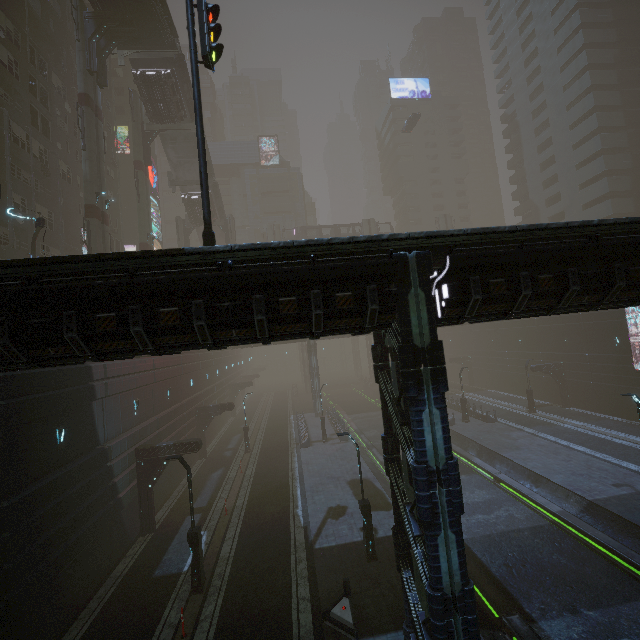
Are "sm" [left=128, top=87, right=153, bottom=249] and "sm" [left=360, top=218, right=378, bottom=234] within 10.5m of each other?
no

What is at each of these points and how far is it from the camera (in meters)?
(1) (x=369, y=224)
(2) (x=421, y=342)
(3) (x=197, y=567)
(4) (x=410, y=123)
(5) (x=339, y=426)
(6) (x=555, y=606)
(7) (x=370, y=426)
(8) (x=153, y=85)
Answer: (1) sm, 55.41
(2) building, 8.30
(3) street light, 13.47
(4) car, 53.38
(5) building, 34.97
(6) train rail, 12.34
(7) train rail, 39.38
(8) bridge, 30.64

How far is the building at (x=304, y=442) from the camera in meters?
30.6 m

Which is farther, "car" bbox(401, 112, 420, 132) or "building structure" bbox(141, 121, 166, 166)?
"car" bbox(401, 112, 420, 132)

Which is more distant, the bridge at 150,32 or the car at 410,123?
the car at 410,123

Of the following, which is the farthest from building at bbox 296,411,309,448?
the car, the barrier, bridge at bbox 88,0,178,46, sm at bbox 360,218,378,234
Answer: sm at bbox 360,218,378,234

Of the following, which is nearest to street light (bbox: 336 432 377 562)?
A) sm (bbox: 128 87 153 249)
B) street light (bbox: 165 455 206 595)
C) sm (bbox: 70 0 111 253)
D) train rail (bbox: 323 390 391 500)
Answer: train rail (bbox: 323 390 391 500)

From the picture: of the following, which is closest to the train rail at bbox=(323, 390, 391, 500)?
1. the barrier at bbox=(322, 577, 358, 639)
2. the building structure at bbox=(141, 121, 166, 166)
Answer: the barrier at bbox=(322, 577, 358, 639)
